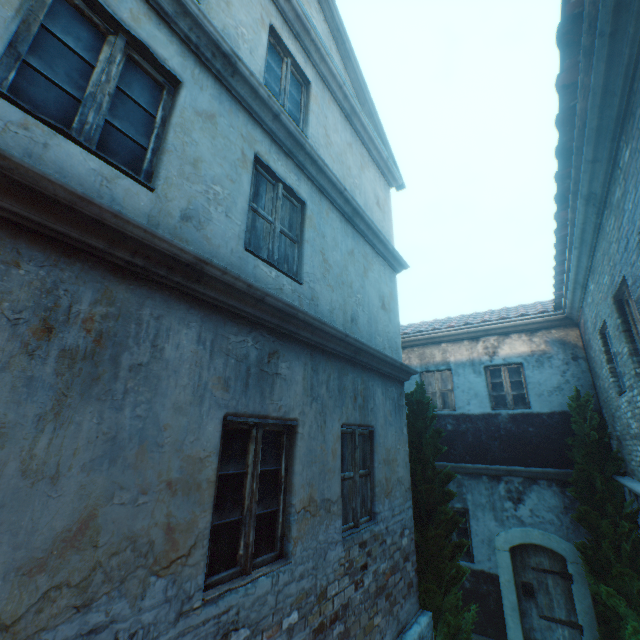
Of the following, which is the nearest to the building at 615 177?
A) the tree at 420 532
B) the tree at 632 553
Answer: the tree at 632 553

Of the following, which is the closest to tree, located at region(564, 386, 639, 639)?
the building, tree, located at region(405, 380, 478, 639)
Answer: tree, located at region(405, 380, 478, 639)

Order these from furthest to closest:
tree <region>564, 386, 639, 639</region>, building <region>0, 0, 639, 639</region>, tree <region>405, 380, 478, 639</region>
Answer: tree <region>564, 386, 639, 639</region> → tree <region>405, 380, 478, 639</region> → building <region>0, 0, 639, 639</region>

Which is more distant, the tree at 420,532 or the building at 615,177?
the tree at 420,532

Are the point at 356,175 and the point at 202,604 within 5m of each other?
no

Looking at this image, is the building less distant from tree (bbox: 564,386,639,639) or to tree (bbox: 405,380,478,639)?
tree (bbox: 564,386,639,639)
